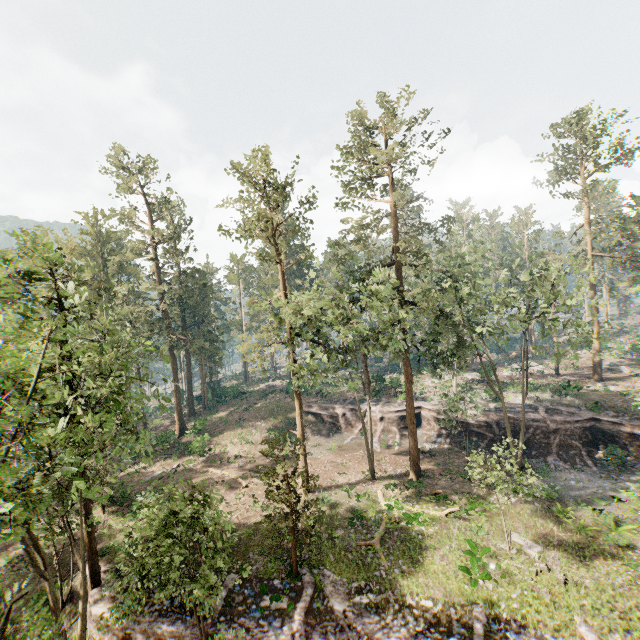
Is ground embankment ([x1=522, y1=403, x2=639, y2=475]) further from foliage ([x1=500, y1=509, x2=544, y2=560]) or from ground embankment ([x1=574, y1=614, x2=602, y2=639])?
ground embankment ([x1=574, y1=614, x2=602, y2=639])

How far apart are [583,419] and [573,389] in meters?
6.2

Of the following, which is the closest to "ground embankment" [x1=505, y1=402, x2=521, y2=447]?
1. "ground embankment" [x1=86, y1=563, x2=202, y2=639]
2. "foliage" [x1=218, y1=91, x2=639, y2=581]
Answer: "foliage" [x1=218, y1=91, x2=639, y2=581]

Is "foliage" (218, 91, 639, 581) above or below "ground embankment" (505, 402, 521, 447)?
above

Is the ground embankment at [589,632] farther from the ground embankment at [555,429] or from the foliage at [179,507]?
the ground embankment at [555,429]

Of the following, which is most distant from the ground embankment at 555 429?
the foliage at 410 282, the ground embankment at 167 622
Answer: the ground embankment at 167 622

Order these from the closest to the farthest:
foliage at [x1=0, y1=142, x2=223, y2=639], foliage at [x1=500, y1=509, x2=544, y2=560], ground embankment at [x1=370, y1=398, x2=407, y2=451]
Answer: foliage at [x1=0, y1=142, x2=223, y2=639], foliage at [x1=500, y1=509, x2=544, y2=560], ground embankment at [x1=370, y1=398, x2=407, y2=451]
